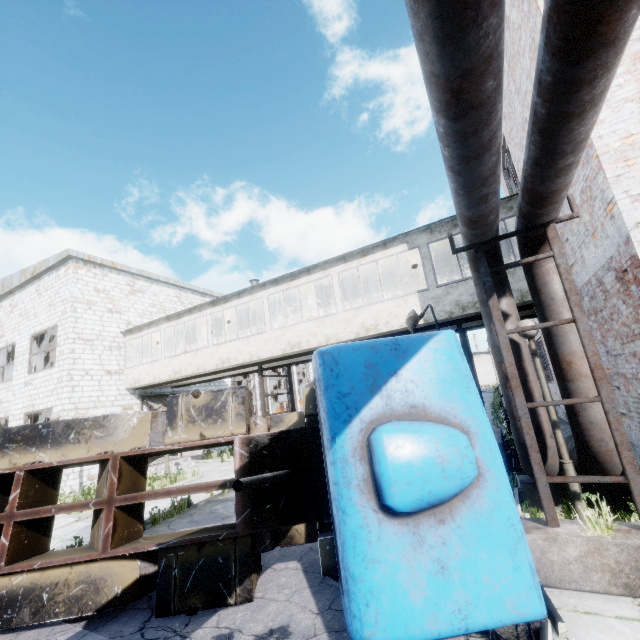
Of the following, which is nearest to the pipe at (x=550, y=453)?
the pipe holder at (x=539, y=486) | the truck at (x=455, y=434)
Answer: the pipe holder at (x=539, y=486)

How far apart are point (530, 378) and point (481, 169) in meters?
3.8 m

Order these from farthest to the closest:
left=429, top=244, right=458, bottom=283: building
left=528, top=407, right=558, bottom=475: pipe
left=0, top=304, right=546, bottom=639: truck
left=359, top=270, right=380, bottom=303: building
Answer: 1. left=359, top=270, right=380, bottom=303: building
2. left=429, top=244, right=458, bottom=283: building
3. left=528, top=407, right=558, bottom=475: pipe
4. left=0, top=304, right=546, bottom=639: truck

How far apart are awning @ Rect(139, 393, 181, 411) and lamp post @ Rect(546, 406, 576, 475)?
16.5 meters

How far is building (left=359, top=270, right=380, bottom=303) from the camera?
14.6m

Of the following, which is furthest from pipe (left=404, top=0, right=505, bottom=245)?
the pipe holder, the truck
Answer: the truck

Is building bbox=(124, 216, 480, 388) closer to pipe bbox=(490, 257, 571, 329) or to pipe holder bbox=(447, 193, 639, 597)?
pipe bbox=(490, 257, 571, 329)

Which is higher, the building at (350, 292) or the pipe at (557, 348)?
the building at (350, 292)
